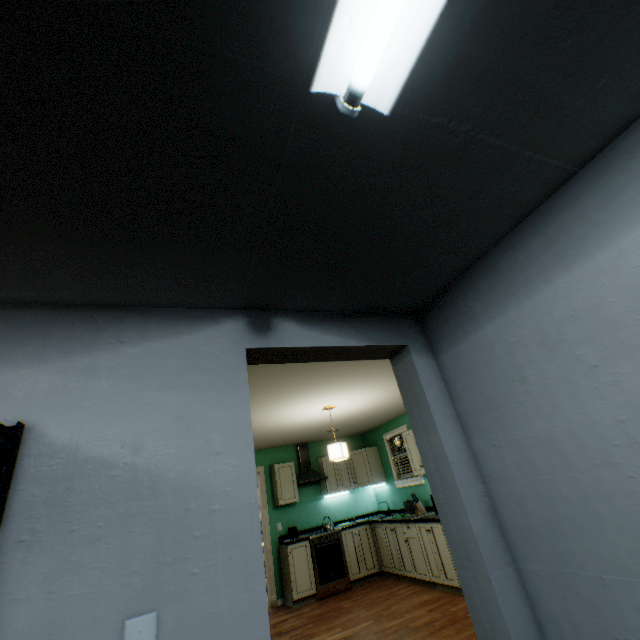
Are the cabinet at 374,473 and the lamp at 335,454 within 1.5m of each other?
no

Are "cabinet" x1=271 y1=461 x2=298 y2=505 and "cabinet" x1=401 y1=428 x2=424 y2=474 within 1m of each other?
no

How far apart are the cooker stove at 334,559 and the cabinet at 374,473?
0.7m

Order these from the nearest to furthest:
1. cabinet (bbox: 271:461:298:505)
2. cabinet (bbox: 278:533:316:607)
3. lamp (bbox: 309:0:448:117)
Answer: lamp (bbox: 309:0:448:117)
cabinet (bbox: 278:533:316:607)
cabinet (bbox: 271:461:298:505)

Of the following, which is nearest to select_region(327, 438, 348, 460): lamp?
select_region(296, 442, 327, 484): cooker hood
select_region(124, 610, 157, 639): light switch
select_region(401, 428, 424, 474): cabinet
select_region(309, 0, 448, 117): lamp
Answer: select_region(401, 428, 424, 474): cabinet

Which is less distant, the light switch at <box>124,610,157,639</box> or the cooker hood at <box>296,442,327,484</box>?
the light switch at <box>124,610,157,639</box>

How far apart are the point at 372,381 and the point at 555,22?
3.3 meters

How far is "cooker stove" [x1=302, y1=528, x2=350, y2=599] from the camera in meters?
5.3 m
